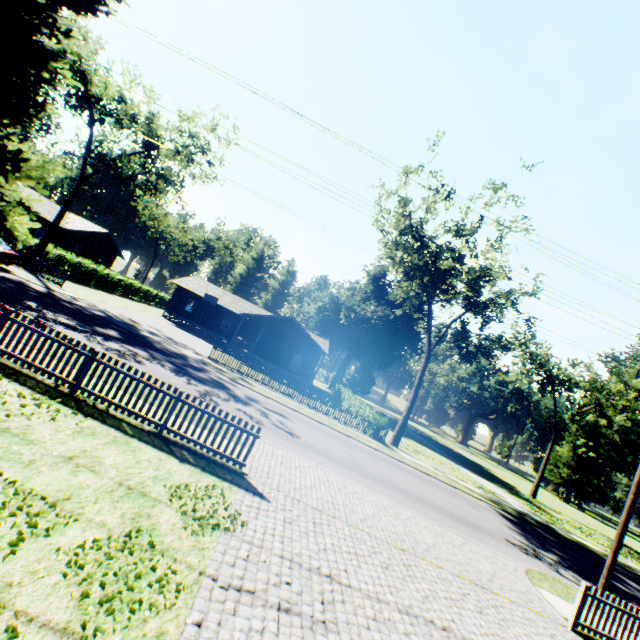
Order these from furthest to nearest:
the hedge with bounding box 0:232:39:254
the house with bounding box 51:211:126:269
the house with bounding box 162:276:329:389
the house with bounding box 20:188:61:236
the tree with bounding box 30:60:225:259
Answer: the house with bounding box 51:211:126:269
the house with bounding box 162:276:329:389
the house with bounding box 20:188:61:236
the tree with bounding box 30:60:225:259
the hedge with bounding box 0:232:39:254

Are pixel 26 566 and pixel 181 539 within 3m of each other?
yes

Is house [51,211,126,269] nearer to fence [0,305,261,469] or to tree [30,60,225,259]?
tree [30,60,225,259]

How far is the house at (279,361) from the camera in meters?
35.8

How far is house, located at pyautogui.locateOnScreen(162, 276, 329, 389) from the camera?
35.8 meters

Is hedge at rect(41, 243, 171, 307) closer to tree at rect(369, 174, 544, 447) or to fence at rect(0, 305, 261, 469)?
fence at rect(0, 305, 261, 469)

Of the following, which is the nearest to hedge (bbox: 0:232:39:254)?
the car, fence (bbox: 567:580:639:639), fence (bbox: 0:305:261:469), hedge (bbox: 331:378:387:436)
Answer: the car

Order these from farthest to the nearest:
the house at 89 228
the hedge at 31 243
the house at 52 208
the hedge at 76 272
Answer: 1. the house at 89 228
2. the house at 52 208
3. the hedge at 76 272
4. the hedge at 31 243
